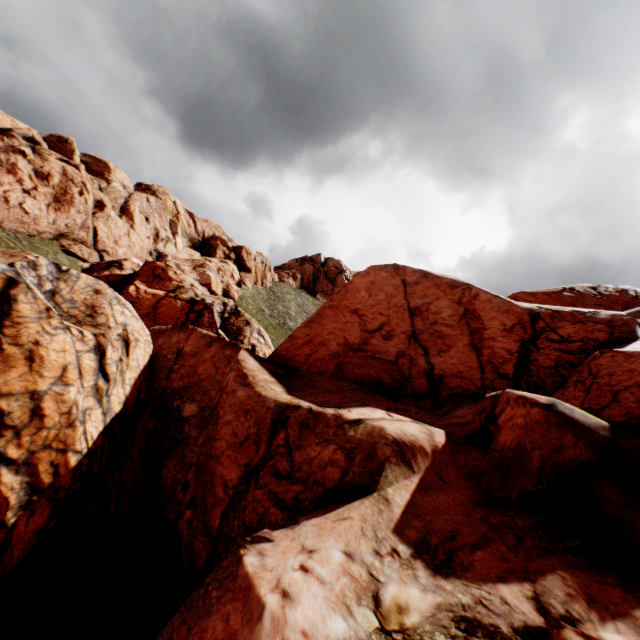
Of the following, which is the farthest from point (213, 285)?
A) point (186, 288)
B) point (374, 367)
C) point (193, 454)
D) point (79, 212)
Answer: point (193, 454)
